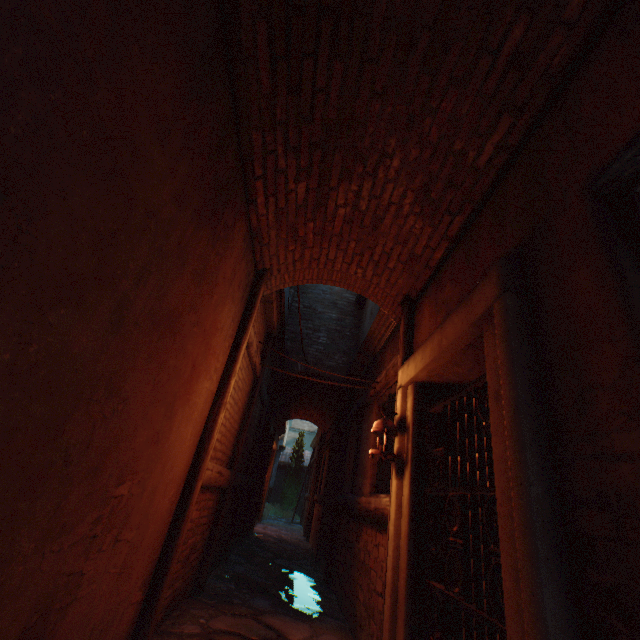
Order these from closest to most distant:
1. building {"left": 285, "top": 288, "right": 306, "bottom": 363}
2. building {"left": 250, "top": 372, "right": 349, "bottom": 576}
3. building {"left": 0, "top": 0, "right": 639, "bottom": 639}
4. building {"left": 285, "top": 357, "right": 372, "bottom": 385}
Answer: building {"left": 0, "top": 0, "right": 639, "bottom": 639}, building {"left": 285, "top": 357, "right": 372, "bottom": 385}, building {"left": 250, "top": 372, "right": 349, "bottom": 576}, building {"left": 285, "top": 288, "right": 306, "bottom": 363}

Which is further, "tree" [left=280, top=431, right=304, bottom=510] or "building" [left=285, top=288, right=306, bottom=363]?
"tree" [left=280, top=431, right=304, bottom=510]

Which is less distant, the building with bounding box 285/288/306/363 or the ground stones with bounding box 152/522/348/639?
the ground stones with bounding box 152/522/348/639

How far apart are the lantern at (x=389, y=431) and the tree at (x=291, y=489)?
19.25m

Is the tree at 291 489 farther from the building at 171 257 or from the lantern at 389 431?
the lantern at 389 431

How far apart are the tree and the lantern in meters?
19.3 m

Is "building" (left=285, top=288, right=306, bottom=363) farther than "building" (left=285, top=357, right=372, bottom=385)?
Yes

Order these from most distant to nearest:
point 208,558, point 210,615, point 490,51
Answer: point 208,558, point 210,615, point 490,51
